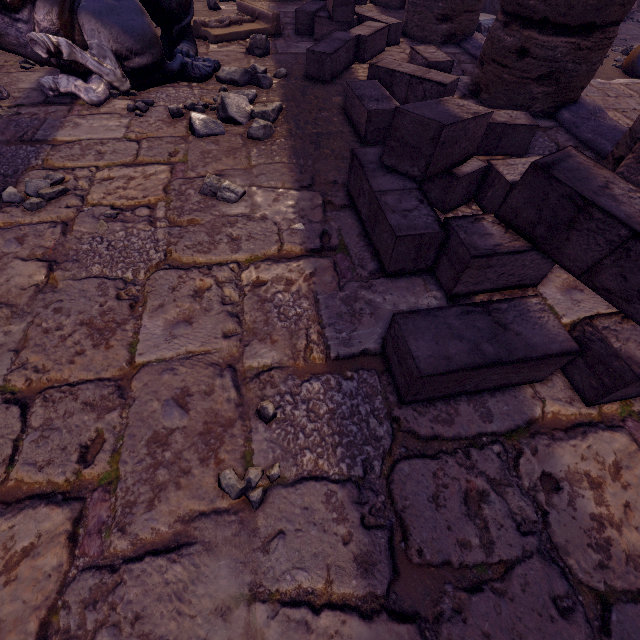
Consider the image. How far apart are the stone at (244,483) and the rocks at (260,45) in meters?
4.9

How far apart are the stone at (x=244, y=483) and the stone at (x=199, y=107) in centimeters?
319cm

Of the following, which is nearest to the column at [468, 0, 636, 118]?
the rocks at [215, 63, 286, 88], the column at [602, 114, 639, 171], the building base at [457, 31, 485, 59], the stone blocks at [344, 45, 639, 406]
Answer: the building base at [457, 31, 485, 59]

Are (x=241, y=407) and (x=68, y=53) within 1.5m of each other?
no

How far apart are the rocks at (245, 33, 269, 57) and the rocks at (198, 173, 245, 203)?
2.8m

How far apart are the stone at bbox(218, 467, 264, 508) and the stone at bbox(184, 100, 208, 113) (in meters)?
3.19

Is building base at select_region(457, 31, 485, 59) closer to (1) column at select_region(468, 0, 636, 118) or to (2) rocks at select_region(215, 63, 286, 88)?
(1) column at select_region(468, 0, 636, 118)

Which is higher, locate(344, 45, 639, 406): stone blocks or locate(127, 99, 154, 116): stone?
locate(344, 45, 639, 406): stone blocks
